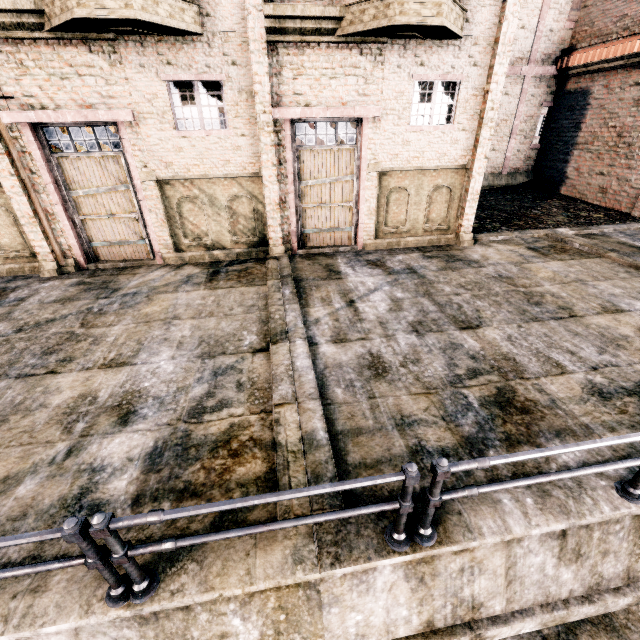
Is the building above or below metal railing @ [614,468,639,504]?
above

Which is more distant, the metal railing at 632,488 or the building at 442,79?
the building at 442,79

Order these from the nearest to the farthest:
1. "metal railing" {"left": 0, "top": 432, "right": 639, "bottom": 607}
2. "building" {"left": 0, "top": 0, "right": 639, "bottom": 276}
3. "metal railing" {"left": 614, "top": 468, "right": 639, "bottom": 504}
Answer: "metal railing" {"left": 0, "top": 432, "right": 639, "bottom": 607} → "metal railing" {"left": 614, "top": 468, "right": 639, "bottom": 504} → "building" {"left": 0, "top": 0, "right": 639, "bottom": 276}

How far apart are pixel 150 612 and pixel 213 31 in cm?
1250

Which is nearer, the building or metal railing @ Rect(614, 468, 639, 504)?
metal railing @ Rect(614, 468, 639, 504)

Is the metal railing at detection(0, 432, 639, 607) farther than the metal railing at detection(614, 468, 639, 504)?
No

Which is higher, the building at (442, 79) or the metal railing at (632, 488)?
the building at (442, 79)
